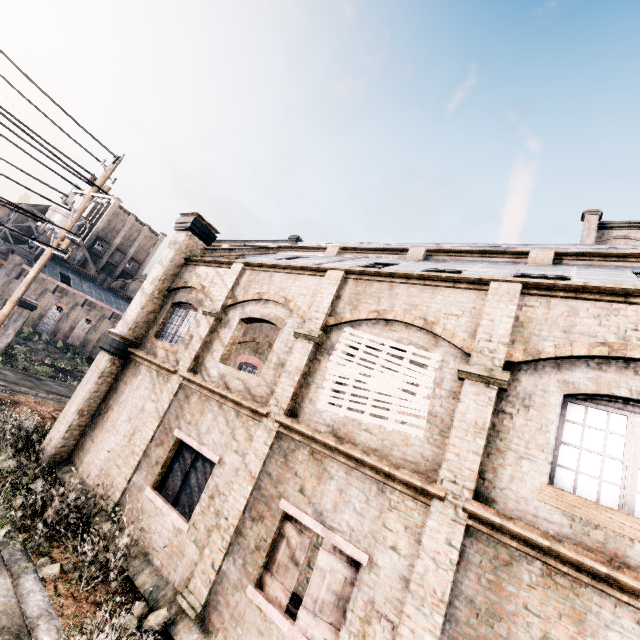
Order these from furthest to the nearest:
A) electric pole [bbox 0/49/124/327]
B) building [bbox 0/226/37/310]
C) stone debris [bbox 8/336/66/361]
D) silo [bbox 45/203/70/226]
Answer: silo [bbox 45/203/70/226] → building [bbox 0/226/37/310] → stone debris [bbox 8/336/66/361] → electric pole [bbox 0/49/124/327]

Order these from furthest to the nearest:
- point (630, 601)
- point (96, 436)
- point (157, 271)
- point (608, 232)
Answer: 1. point (608, 232)
2. point (157, 271)
3. point (96, 436)
4. point (630, 601)

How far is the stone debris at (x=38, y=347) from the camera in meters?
44.4

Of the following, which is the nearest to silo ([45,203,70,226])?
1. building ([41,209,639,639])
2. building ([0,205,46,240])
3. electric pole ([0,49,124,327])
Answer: building ([0,205,46,240])

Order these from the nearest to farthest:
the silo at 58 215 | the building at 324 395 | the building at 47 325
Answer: the building at 324 395 → the building at 47 325 → the silo at 58 215

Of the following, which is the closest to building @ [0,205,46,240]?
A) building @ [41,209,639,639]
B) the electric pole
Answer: building @ [41,209,639,639]

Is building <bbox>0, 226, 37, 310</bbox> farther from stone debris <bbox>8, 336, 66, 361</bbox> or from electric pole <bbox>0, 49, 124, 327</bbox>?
electric pole <bbox>0, 49, 124, 327</bbox>

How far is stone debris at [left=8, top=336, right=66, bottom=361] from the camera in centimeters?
4442cm
